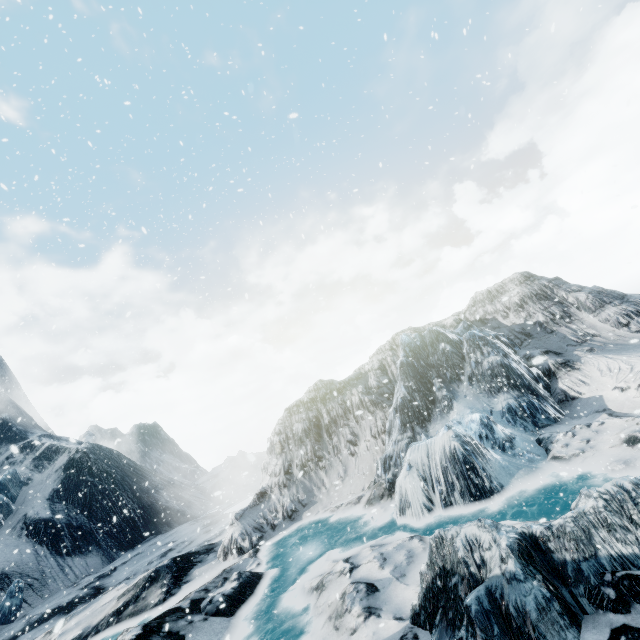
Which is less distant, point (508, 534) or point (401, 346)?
point (508, 534)
